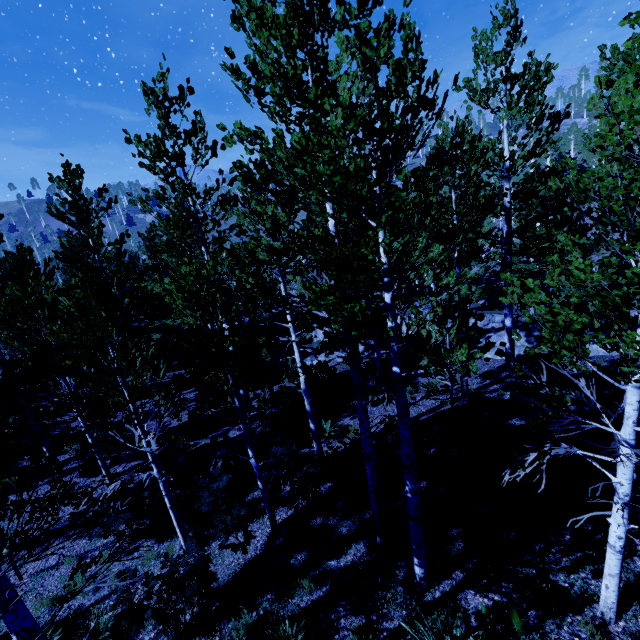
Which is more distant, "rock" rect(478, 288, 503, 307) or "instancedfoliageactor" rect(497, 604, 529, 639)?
"rock" rect(478, 288, 503, 307)

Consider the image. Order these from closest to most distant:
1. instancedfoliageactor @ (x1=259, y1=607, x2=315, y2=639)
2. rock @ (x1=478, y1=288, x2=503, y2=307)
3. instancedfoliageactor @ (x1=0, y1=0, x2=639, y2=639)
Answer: instancedfoliageactor @ (x1=0, y1=0, x2=639, y2=639)
instancedfoliageactor @ (x1=259, y1=607, x2=315, y2=639)
rock @ (x1=478, y1=288, x2=503, y2=307)

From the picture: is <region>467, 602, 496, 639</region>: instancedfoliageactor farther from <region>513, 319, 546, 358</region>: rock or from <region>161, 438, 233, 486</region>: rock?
<region>161, 438, 233, 486</region>: rock

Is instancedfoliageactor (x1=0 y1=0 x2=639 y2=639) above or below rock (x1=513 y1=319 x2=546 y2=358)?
above

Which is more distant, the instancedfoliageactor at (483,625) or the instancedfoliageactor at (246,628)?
the instancedfoliageactor at (246,628)

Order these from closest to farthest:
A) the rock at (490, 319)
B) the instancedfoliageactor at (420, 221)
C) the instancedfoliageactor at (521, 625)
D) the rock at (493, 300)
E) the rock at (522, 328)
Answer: A: the instancedfoliageactor at (521, 625) < the instancedfoliageactor at (420, 221) < the rock at (522, 328) < the rock at (490, 319) < the rock at (493, 300)

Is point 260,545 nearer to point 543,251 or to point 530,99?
point 530,99
